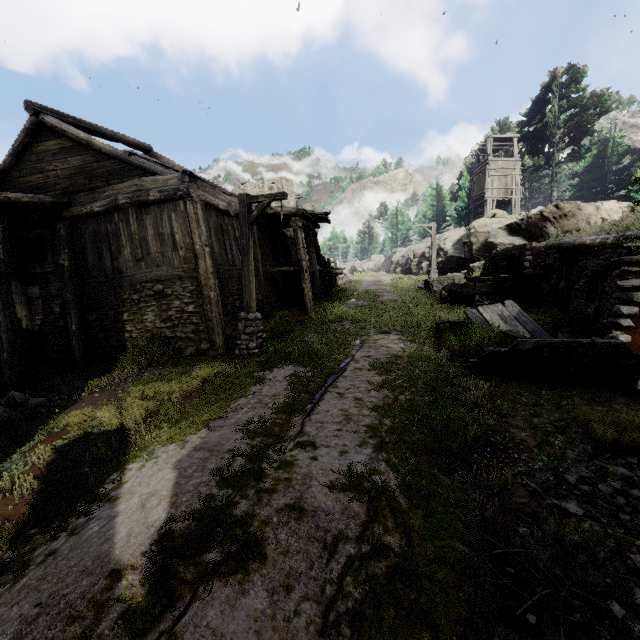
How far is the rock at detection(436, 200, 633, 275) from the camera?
21.8m

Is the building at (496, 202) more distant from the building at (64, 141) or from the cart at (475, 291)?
the cart at (475, 291)

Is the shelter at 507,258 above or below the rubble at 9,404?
above

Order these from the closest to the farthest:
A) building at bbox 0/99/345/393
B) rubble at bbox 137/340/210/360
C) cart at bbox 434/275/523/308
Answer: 1. rubble at bbox 137/340/210/360
2. building at bbox 0/99/345/393
3. cart at bbox 434/275/523/308

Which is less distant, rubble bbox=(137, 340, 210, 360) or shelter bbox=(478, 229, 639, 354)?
shelter bbox=(478, 229, 639, 354)

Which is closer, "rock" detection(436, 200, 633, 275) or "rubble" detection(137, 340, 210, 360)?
"rubble" detection(137, 340, 210, 360)

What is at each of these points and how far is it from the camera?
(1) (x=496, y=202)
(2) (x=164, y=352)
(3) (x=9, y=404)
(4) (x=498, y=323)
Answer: (1) building, 33.0 meters
(2) rubble, 9.9 meters
(3) rubble, 7.3 meters
(4) broken furniture, 9.5 meters

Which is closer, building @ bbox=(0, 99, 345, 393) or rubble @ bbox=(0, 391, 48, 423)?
rubble @ bbox=(0, 391, 48, 423)
